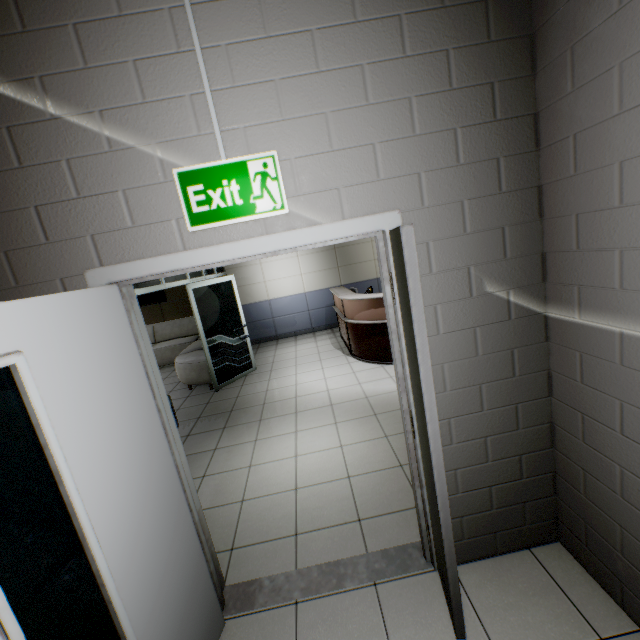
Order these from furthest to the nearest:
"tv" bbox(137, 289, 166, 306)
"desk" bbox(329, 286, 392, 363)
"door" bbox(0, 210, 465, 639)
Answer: "tv" bbox(137, 289, 166, 306) < "desk" bbox(329, 286, 392, 363) < "door" bbox(0, 210, 465, 639)

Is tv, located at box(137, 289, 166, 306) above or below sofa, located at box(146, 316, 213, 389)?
above

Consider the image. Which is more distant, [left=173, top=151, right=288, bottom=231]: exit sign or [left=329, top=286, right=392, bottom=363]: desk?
[left=329, top=286, right=392, bottom=363]: desk

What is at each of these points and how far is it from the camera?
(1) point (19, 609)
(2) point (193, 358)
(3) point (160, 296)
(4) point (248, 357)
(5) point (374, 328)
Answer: (1) door, 1.0 meters
(2) sofa, 6.0 meters
(3) tv, 8.3 meters
(4) doorway, 6.4 meters
(5) desk, 5.5 meters

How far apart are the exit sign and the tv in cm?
752

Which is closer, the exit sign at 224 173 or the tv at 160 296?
the exit sign at 224 173

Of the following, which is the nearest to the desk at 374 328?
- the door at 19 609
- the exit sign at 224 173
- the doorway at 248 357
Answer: the doorway at 248 357

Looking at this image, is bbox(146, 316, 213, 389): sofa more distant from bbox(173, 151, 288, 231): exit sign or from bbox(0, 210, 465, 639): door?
bbox(173, 151, 288, 231): exit sign
